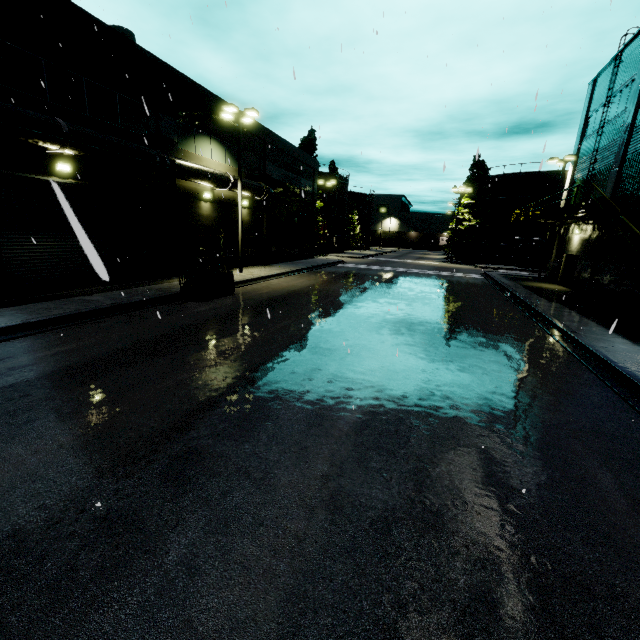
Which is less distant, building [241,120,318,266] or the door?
the door

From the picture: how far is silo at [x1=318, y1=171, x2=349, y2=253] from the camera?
50.03m

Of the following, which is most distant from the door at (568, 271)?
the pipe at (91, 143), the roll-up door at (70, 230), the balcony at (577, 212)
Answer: the roll-up door at (70, 230)

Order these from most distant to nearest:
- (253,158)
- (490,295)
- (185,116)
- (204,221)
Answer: (253,158) → (204,221) → (490,295) → (185,116)

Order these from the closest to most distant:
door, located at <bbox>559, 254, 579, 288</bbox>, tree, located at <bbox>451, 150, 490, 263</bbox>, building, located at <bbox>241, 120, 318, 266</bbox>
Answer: door, located at <bbox>559, 254, 579, 288</bbox>, building, located at <bbox>241, 120, 318, 266</bbox>, tree, located at <bbox>451, 150, 490, 263</bbox>

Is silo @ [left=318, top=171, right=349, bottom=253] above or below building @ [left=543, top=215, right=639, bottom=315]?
above

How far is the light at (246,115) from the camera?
18.9 meters

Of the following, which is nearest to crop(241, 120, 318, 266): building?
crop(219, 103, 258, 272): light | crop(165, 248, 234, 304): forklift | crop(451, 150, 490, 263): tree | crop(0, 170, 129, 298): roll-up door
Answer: crop(0, 170, 129, 298): roll-up door
